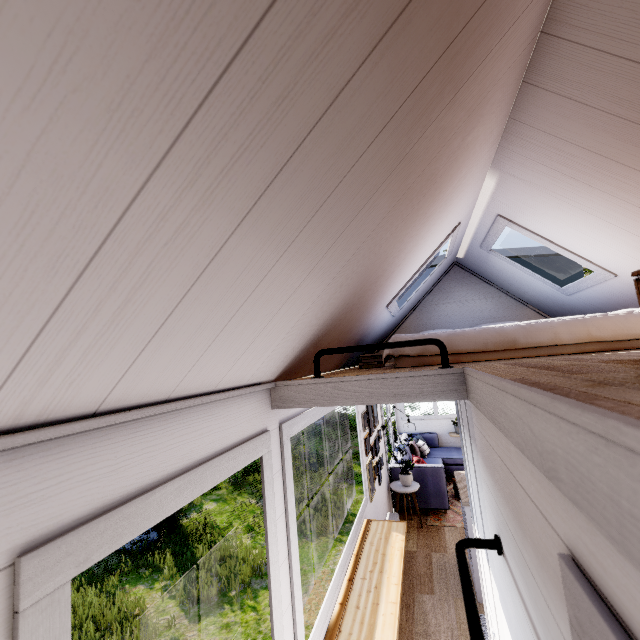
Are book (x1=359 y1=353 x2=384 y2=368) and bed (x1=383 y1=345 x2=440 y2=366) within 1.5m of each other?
yes

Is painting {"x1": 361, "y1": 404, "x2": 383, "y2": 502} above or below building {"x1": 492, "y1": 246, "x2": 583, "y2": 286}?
below

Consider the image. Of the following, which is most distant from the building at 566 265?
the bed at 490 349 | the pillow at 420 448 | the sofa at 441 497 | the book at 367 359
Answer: the pillow at 420 448

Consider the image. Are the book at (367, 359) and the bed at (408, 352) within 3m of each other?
yes

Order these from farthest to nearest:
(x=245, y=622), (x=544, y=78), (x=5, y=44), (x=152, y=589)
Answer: (x=152, y=589) → (x=245, y=622) → (x=544, y=78) → (x=5, y=44)

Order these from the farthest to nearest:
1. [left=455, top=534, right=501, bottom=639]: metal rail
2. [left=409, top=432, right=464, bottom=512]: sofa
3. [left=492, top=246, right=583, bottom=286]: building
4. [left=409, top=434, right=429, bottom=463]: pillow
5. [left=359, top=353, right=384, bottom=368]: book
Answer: [left=409, top=434, right=429, bottom=463]: pillow
[left=409, top=432, right=464, bottom=512]: sofa
[left=492, top=246, right=583, bottom=286]: building
[left=359, top=353, right=384, bottom=368]: book
[left=455, top=534, right=501, bottom=639]: metal rail

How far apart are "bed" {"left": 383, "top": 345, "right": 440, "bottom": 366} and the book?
0.22m

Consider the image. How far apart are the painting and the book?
1.8 meters
